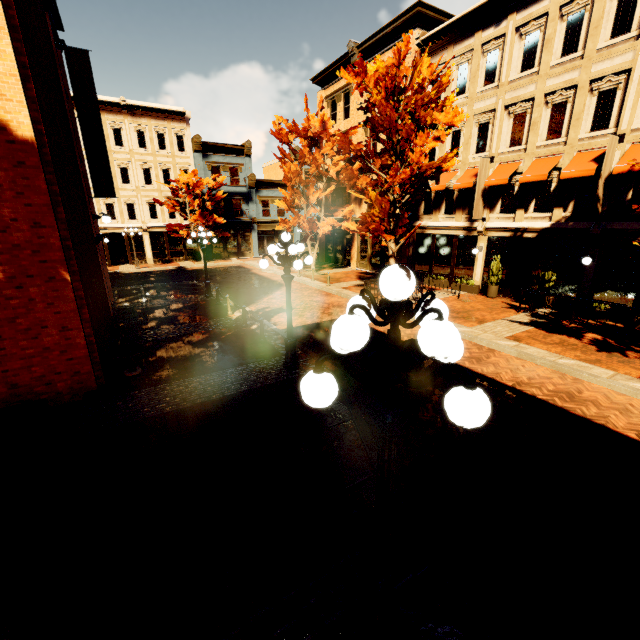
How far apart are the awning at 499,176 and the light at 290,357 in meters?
12.2 m

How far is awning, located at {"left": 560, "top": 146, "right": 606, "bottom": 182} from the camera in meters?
12.1 m

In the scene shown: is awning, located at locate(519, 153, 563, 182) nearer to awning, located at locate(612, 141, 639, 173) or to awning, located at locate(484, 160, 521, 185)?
awning, located at locate(484, 160, 521, 185)

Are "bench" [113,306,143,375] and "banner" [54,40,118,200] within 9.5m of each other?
yes

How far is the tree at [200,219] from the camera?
28.24m

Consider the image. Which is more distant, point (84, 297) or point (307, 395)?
point (84, 297)

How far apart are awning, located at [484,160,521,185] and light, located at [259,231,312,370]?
12.2 meters

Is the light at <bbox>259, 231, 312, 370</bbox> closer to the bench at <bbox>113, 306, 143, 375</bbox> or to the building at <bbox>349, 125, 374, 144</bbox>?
the bench at <bbox>113, 306, 143, 375</bbox>
